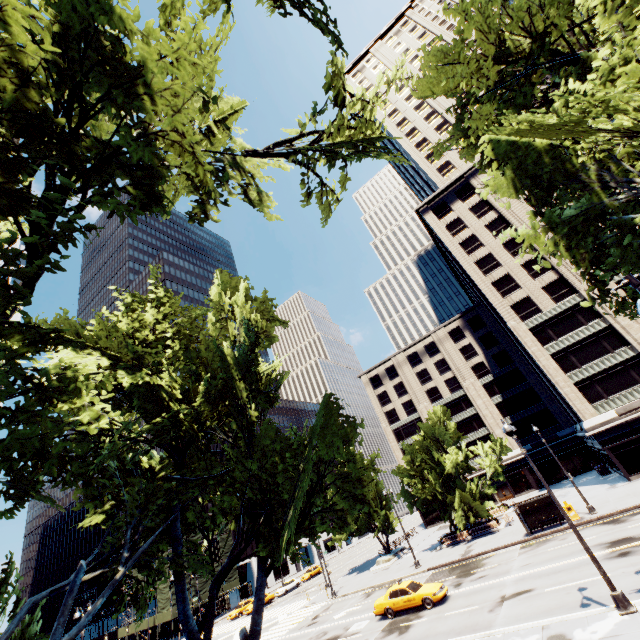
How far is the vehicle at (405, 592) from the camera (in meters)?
20.66

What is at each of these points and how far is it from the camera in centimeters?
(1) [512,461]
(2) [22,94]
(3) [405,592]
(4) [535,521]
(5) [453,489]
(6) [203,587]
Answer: (1) building, 5362cm
(2) tree, 541cm
(3) vehicle, 2158cm
(4) bus stop, 2772cm
(5) tree, 4575cm
(6) scaffolding, 5388cm

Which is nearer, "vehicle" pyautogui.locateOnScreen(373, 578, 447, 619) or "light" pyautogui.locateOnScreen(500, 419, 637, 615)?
"light" pyautogui.locateOnScreen(500, 419, 637, 615)

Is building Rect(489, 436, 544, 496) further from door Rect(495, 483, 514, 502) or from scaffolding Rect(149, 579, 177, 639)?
scaffolding Rect(149, 579, 177, 639)

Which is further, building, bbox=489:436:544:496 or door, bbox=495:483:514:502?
door, bbox=495:483:514:502

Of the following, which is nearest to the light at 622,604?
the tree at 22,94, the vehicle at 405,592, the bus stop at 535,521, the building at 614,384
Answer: the tree at 22,94

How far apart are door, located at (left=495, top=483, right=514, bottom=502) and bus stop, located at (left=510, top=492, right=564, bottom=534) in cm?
3005

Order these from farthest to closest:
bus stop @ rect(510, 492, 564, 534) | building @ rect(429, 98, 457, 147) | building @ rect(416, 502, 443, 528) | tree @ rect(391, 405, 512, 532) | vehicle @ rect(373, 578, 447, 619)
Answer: building @ rect(429, 98, 457, 147)
building @ rect(416, 502, 443, 528)
tree @ rect(391, 405, 512, 532)
bus stop @ rect(510, 492, 564, 534)
vehicle @ rect(373, 578, 447, 619)
